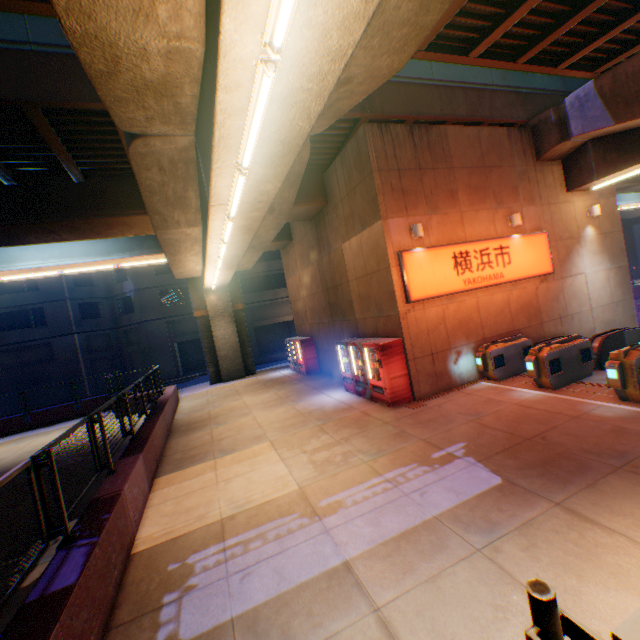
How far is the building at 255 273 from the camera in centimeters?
3300cm

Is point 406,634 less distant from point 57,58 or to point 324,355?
point 57,58

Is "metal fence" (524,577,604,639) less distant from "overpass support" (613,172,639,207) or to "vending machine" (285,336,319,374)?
Result: "overpass support" (613,172,639,207)

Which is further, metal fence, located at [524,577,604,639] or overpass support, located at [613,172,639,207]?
overpass support, located at [613,172,639,207]

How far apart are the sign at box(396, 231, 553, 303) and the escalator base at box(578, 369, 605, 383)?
3.0 meters

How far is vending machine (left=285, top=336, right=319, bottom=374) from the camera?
18.0 meters

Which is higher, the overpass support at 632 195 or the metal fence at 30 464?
the overpass support at 632 195

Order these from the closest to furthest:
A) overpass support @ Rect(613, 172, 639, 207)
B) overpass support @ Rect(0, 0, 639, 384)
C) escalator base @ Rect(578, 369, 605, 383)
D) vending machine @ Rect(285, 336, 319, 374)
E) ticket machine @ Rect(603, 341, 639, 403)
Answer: overpass support @ Rect(0, 0, 639, 384) → ticket machine @ Rect(603, 341, 639, 403) → escalator base @ Rect(578, 369, 605, 383) → vending machine @ Rect(285, 336, 319, 374) → overpass support @ Rect(613, 172, 639, 207)
